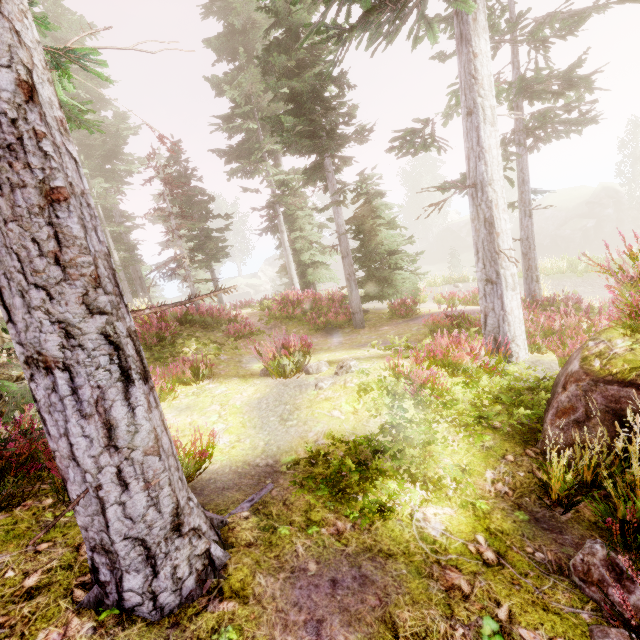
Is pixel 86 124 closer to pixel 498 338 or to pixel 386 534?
pixel 386 534

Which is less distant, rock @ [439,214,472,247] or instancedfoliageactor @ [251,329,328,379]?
instancedfoliageactor @ [251,329,328,379]

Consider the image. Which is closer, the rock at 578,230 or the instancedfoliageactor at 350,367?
the instancedfoliageactor at 350,367

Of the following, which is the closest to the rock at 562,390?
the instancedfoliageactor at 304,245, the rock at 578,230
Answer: the instancedfoliageactor at 304,245

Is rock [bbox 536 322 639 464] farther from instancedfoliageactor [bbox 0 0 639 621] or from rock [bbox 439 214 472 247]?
rock [bbox 439 214 472 247]

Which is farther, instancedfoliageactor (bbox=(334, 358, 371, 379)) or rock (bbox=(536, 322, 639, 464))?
instancedfoliageactor (bbox=(334, 358, 371, 379))

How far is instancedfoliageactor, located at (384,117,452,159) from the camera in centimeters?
796cm

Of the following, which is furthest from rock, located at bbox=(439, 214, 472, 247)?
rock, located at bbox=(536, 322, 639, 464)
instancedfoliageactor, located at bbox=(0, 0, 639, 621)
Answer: rock, located at bbox=(536, 322, 639, 464)
